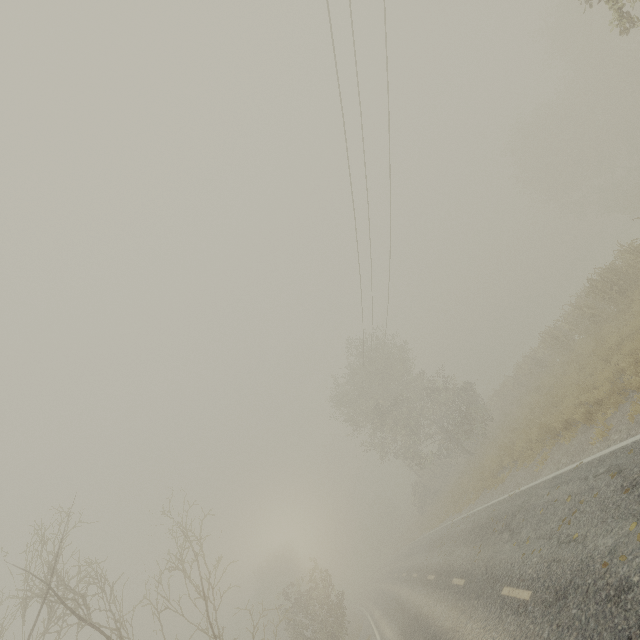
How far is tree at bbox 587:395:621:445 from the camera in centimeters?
841cm

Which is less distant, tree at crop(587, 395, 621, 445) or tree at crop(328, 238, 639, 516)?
tree at crop(587, 395, 621, 445)

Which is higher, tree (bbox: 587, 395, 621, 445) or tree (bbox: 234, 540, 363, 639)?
tree (bbox: 234, 540, 363, 639)

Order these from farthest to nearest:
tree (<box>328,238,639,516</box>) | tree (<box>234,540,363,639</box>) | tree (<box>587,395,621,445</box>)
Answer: tree (<box>234,540,363,639</box>) < tree (<box>328,238,639,516</box>) < tree (<box>587,395,621,445</box>)

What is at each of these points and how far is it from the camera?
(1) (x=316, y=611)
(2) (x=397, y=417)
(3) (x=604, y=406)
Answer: (1) tree, 22.2 meters
(2) tree, 29.8 meters
(3) tree, 9.5 meters

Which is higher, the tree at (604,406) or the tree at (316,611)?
the tree at (316,611)

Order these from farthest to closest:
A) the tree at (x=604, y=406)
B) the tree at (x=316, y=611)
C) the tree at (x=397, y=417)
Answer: the tree at (x=316, y=611) < the tree at (x=397, y=417) < the tree at (x=604, y=406)
